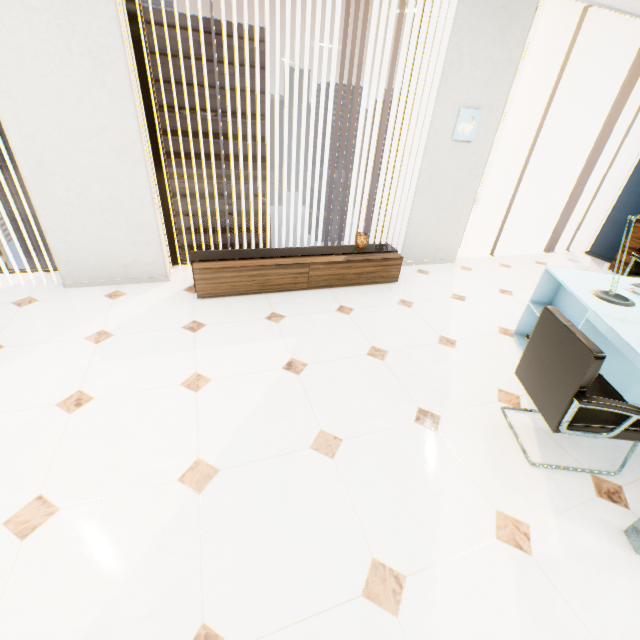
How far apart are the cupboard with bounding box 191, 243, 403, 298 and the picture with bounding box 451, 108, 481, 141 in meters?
1.4 m

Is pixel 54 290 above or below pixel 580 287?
below

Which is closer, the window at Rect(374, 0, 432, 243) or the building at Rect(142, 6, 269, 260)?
the window at Rect(374, 0, 432, 243)

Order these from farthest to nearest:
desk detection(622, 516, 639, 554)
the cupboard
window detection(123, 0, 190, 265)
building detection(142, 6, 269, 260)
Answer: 1. building detection(142, 6, 269, 260)
2. the cupboard
3. window detection(123, 0, 190, 265)
4. desk detection(622, 516, 639, 554)

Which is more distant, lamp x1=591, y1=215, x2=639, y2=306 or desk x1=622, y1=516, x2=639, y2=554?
lamp x1=591, y1=215, x2=639, y2=306

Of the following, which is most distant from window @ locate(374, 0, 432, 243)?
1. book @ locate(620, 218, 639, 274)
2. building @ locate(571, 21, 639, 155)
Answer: building @ locate(571, 21, 639, 155)

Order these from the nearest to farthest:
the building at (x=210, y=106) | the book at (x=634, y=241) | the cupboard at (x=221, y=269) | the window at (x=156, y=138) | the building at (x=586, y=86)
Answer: the window at (x=156, y=138), the cupboard at (x=221, y=269), the book at (x=634, y=241), the building at (x=210, y=106), the building at (x=586, y=86)

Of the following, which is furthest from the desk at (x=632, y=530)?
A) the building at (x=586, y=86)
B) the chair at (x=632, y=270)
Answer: the building at (x=586, y=86)
